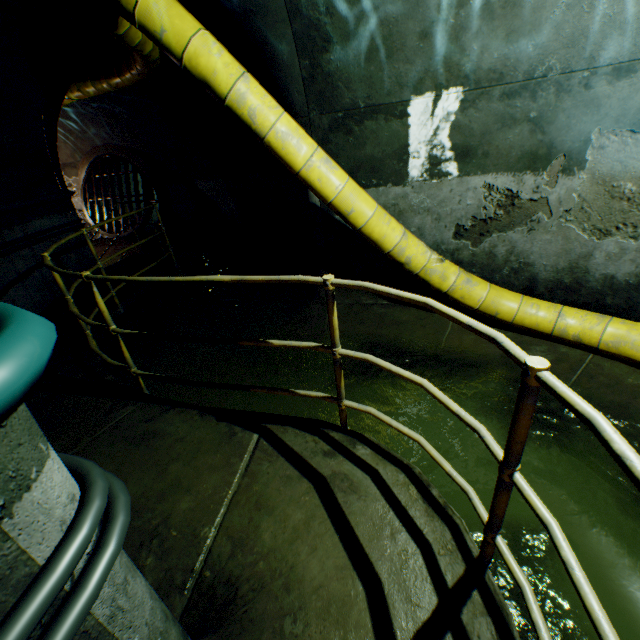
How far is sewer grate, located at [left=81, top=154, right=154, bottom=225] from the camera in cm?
998

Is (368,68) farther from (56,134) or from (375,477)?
(56,134)

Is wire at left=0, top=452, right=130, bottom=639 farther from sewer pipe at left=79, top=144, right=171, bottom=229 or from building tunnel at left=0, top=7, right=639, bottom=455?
sewer pipe at left=79, top=144, right=171, bottom=229

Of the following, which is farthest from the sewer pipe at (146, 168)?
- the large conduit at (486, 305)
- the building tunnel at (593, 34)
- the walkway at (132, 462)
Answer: the walkway at (132, 462)

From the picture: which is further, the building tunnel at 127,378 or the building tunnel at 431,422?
the building tunnel at 127,378

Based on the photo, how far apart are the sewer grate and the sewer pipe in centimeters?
1cm

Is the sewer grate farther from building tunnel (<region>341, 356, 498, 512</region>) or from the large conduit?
the large conduit

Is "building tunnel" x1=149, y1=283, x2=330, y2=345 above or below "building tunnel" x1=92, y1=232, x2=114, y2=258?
below
